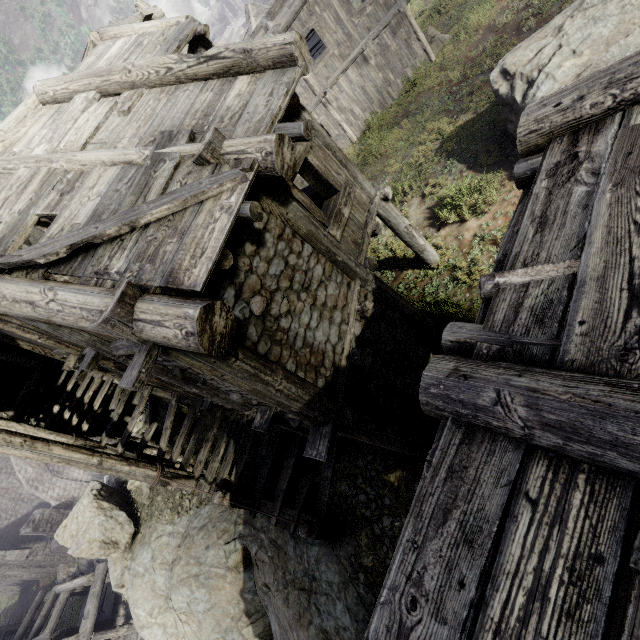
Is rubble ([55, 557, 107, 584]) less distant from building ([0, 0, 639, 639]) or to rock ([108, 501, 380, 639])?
building ([0, 0, 639, 639])

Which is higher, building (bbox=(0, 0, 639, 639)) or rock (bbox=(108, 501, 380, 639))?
building (bbox=(0, 0, 639, 639))

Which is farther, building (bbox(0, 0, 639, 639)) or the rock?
the rock

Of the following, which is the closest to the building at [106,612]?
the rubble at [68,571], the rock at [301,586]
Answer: the rock at [301,586]

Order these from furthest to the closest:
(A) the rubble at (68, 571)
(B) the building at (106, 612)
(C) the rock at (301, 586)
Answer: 1. (A) the rubble at (68, 571)
2. (B) the building at (106, 612)
3. (C) the rock at (301, 586)

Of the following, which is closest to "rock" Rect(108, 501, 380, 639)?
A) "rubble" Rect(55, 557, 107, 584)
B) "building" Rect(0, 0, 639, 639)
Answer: "building" Rect(0, 0, 639, 639)

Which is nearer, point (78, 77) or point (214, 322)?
point (214, 322)

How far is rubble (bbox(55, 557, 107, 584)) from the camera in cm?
2450
